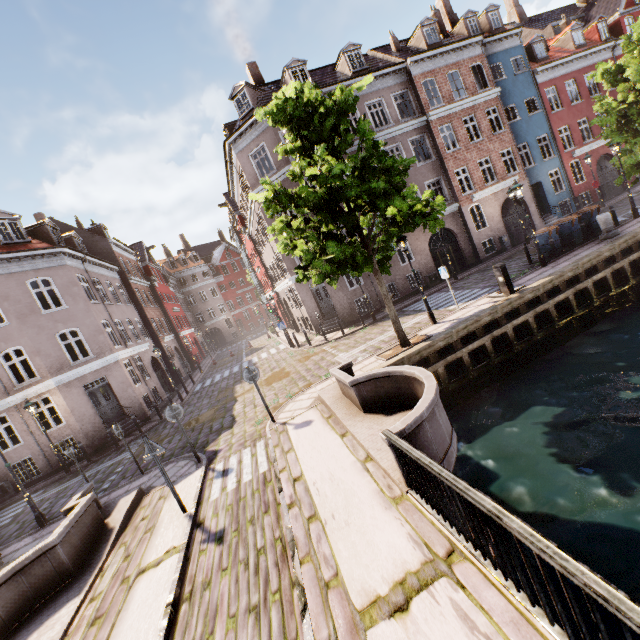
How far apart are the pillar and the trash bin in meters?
0.9 m

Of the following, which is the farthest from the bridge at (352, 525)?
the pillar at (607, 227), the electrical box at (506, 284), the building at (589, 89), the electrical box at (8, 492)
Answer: the pillar at (607, 227)

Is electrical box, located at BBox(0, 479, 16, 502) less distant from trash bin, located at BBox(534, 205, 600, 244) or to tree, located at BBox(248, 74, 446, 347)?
tree, located at BBox(248, 74, 446, 347)

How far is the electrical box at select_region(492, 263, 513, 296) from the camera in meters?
11.9 m

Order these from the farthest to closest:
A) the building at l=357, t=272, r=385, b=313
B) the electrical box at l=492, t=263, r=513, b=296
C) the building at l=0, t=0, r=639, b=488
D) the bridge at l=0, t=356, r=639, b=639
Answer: the building at l=357, t=272, r=385, b=313 < the building at l=0, t=0, r=639, b=488 < the electrical box at l=492, t=263, r=513, b=296 < the bridge at l=0, t=356, r=639, b=639

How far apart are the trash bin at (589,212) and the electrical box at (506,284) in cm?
629

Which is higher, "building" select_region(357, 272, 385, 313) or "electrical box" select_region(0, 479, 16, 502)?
"building" select_region(357, 272, 385, 313)

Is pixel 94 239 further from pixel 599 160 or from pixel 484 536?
pixel 599 160
